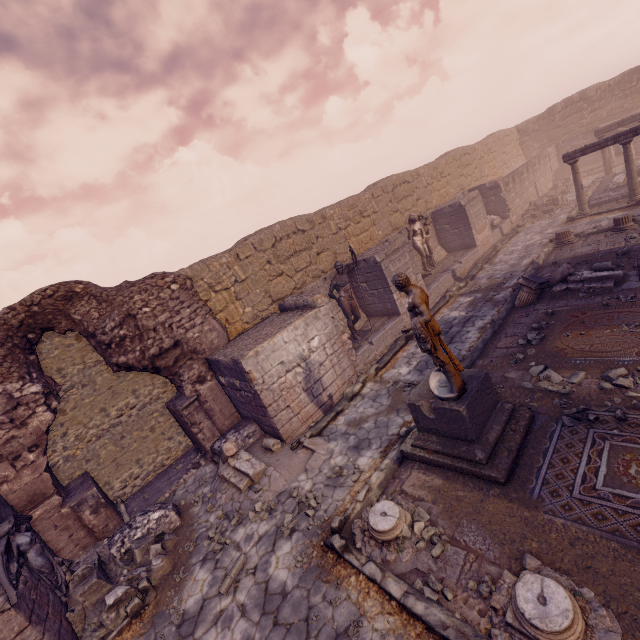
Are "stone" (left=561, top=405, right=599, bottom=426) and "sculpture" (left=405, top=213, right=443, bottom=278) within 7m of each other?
no

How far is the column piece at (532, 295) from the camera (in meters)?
8.90

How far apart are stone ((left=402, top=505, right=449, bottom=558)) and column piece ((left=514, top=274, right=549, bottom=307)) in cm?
712

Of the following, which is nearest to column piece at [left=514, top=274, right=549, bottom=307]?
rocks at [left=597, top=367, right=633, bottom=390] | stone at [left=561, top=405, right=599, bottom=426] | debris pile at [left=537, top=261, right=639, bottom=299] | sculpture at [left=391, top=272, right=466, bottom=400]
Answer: debris pile at [left=537, top=261, right=639, bottom=299]

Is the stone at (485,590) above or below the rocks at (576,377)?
below

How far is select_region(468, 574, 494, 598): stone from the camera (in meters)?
3.64

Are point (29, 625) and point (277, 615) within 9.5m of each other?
yes

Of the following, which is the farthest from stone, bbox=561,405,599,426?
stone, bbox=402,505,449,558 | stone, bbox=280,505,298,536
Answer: stone, bbox=280,505,298,536
